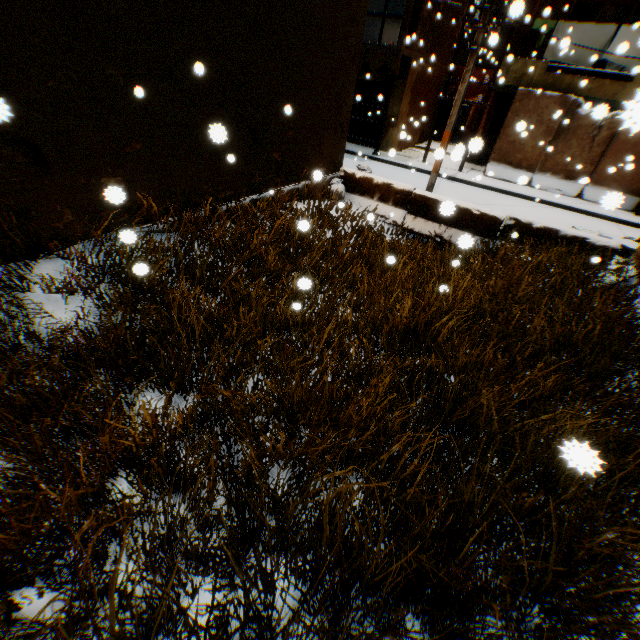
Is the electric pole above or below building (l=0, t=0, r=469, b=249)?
above

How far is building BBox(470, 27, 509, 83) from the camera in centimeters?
1841cm

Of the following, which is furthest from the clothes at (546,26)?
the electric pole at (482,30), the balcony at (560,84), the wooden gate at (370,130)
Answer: the wooden gate at (370,130)

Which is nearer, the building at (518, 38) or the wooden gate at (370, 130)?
the building at (518, 38)

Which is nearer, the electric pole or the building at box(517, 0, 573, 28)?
the electric pole

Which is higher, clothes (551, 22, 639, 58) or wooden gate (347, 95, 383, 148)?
clothes (551, 22, 639, 58)

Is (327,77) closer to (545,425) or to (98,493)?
(545,425)
